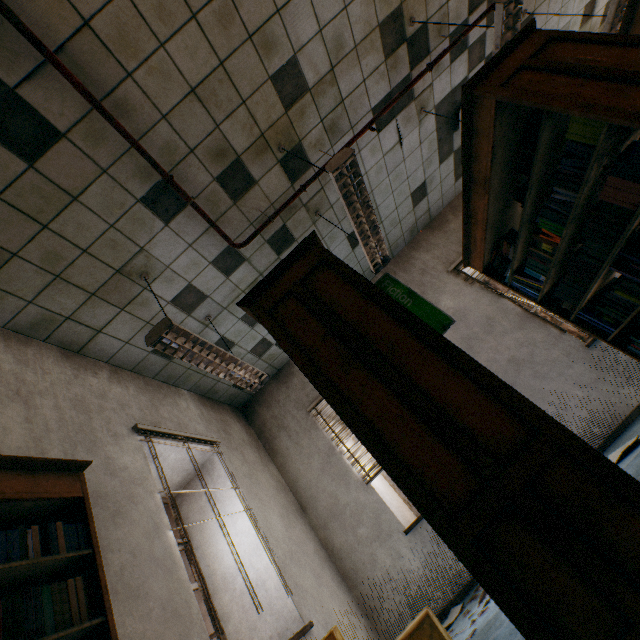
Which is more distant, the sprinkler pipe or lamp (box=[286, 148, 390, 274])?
lamp (box=[286, 148, 390, 274])

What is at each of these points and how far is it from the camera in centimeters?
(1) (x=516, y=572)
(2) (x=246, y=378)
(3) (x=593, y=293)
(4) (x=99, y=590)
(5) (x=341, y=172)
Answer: (1) book, 105cm
(2) lamp, 355cm
(3) book, 283cm
(4) book, 157cm
(5) lamp, 271cm

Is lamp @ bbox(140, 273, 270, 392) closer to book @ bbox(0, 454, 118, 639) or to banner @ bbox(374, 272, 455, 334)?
book @ bbox(0, 454, 118, 639)

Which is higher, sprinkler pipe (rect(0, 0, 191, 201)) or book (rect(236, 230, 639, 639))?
sprinkler pipe (rect(0, 0, 191, 201))

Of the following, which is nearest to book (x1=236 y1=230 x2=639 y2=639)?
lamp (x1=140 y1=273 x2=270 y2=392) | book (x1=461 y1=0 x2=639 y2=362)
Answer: lamp (x1=140 y1=273 x2=270 y2=392)

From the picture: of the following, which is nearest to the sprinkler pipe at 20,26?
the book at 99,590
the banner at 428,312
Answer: the book at 99,590

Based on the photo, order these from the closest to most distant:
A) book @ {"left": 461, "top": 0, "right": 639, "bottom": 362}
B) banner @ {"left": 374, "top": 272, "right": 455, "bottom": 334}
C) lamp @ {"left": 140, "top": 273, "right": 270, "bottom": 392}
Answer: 1. book @ {"left": 461, "top": 0, "right": 639, "bottom": 362}
2. lamp @ {"left": 140, "top": 273, "right": 270, "bottom": 392}
3. banner @ {"left": 374, "top": 272, "right": 455, "bottom": 334}

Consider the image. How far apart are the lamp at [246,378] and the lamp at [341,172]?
1.8 meters
